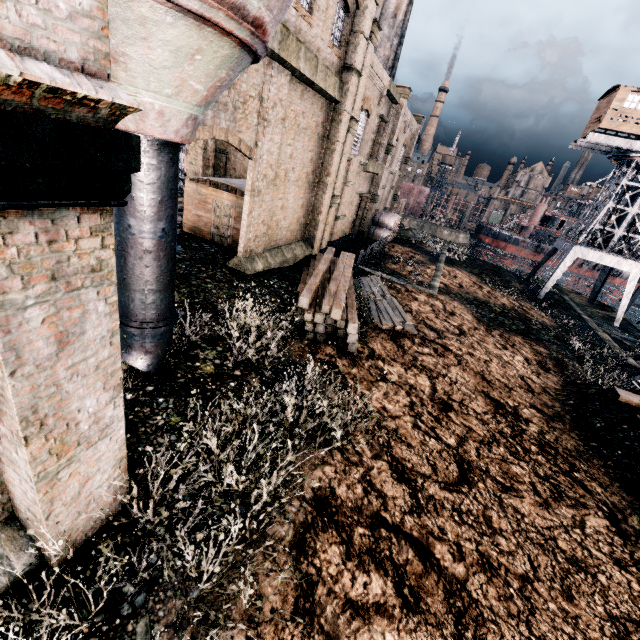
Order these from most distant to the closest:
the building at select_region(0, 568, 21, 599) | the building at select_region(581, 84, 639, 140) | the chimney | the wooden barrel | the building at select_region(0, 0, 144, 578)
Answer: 1. the wooden barrel
2. the chimney
3. the building at select_region(581, 84, 639, 140)
4. the building at select_region(0, 568, 21, 599)
5. the building at select_region(0, 0, 144, 578)

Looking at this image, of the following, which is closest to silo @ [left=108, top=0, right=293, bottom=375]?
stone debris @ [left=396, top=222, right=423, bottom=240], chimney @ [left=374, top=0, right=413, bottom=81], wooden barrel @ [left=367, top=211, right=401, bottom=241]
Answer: wooden barrel @ [left=367, top=211, right=401, bottom=241]

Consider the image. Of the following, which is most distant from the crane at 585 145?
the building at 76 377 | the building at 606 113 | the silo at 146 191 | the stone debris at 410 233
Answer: the silo at 146 191

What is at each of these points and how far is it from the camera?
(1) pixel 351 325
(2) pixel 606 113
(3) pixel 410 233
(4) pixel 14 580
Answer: (1) wood pile, 12.1m
(2) building, 27.6m
(3) stone debris, 42.5m
(4) building, 3.9m

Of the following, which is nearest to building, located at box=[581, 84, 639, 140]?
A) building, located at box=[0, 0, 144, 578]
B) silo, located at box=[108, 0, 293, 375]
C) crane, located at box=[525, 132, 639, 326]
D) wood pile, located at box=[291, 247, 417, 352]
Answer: crane, located at box=[525, 132, 639, 326]

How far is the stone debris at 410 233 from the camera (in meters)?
40.28

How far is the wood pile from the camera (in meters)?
12.26

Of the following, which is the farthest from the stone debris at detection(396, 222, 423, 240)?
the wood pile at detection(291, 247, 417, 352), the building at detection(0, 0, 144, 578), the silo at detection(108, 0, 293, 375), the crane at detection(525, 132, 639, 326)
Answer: the silo at detection(108, 0, 293, 375)
